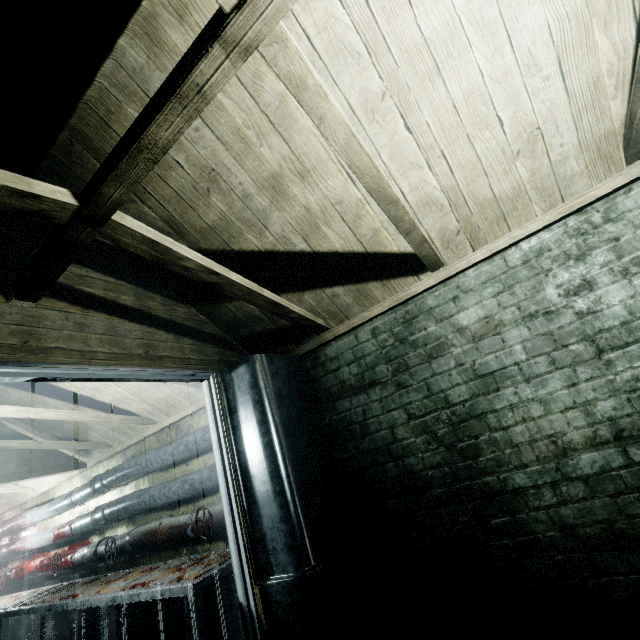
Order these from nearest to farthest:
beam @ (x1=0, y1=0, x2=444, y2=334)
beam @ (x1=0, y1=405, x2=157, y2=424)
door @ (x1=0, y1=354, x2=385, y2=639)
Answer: beam @ (x1=0, y1=0, x2=444, y2=334), door @ (x1=0, y1=354, x2=385, y2=639), beam @ (x1=0, y1=405, x2=157, y2=424)

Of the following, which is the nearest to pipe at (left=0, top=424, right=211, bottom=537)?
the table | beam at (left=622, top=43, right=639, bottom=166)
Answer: the table

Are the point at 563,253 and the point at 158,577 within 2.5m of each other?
no

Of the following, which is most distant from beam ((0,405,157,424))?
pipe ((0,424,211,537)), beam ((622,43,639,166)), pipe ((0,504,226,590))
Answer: beam ((622,43,639,166))

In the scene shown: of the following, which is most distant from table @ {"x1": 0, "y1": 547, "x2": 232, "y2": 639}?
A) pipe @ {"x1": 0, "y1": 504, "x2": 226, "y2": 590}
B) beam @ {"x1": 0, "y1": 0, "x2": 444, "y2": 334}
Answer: beam @ {"x1": 0, "y1": 0, "x2": 444, "y2": 334}

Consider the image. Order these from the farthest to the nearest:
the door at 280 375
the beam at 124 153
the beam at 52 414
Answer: the beam at 52 414 < the door at 280 375 < the beam at 124 153

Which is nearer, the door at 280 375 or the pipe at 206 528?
the door at 280 375

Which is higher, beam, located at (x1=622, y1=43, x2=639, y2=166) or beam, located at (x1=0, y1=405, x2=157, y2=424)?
beam, located at (x1=0, y1=405, x2=157, y2=424)
